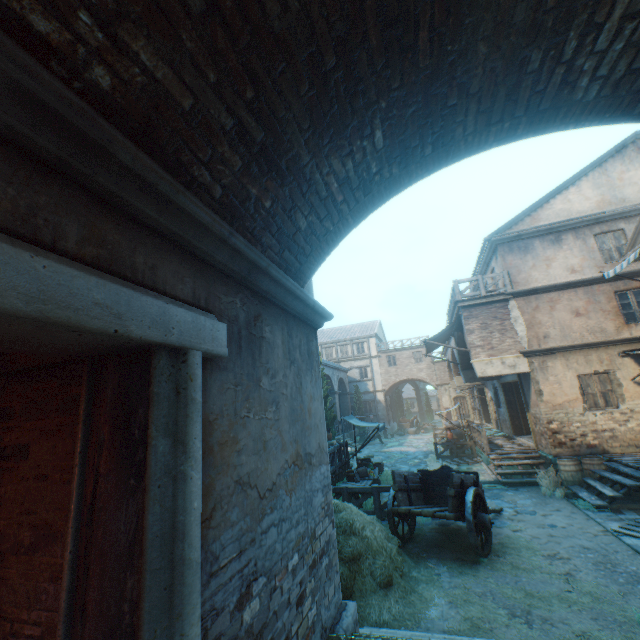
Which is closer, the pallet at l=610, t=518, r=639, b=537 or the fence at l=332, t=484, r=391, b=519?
the pallet at l=610, t=518, r=639, b=537

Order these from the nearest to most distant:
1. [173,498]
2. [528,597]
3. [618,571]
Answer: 1. [173,498]
2. [528,597]
3. [618,571]

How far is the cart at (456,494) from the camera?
7.1m

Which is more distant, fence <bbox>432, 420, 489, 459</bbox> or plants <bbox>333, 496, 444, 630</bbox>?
fence <bbox>432, 420, 489, 459</bbox>

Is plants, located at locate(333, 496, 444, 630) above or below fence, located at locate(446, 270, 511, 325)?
below

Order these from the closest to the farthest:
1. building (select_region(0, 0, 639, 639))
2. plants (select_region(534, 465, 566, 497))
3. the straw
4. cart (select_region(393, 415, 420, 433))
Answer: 1. building (select_region(0, 0, 639, 639))
2. the straw
3. plants (select_region(534, 465, 566, 497))
4. cart (select_region(393, 415, 420, 433))

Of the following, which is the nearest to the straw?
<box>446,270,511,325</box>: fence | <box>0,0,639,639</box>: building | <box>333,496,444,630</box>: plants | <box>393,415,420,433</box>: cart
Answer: <box>333,496,444,630</box>: plants

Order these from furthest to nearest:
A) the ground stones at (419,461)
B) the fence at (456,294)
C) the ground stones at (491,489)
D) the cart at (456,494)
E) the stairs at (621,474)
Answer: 1. the ground stones at (419,461)
2. the fence at (456,294)
3. the ground stones at (491,489)
4. the stairs at (621,474)
5. the cart at (456,494)
